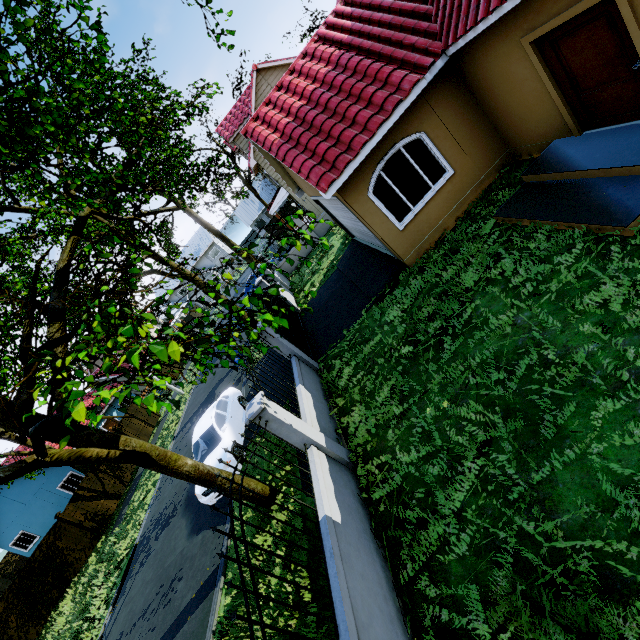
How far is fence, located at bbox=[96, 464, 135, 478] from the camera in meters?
20.1

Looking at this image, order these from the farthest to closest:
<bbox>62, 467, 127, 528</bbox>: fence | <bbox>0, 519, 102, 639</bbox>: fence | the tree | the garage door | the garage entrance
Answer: <bbox>62, 467, 127, 528</bbox>: fence → <bbox>0, 519, 102, 639</bbox>: fence → the garage entrance → the garage door → the tree

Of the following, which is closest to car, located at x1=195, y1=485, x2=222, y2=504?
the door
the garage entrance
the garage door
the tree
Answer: the tree

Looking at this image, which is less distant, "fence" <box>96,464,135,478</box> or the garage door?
the garage door

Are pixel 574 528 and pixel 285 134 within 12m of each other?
yes

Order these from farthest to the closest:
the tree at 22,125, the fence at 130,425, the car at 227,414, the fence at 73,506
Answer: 1. the fence at 130,425
2. the fence at 73,506
3. the car at 227,414
4. the tree at 22,125

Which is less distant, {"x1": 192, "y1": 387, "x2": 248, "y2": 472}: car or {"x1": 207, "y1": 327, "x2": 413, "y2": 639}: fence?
{"x1": 207, "y1": 327, "x2": 413, "y2": 639}: fence

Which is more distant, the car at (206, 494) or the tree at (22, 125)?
the car at (206, 494)
